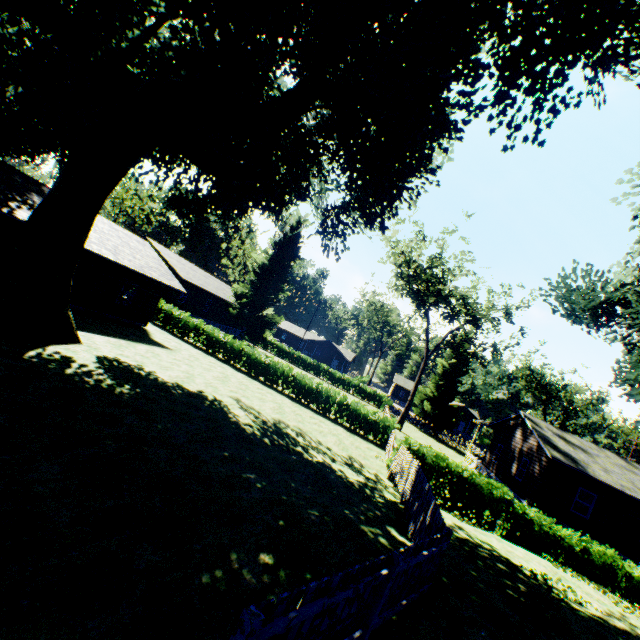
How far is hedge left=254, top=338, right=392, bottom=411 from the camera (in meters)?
47.03

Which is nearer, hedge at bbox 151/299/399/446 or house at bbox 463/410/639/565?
house at bbox 463/410/639/565

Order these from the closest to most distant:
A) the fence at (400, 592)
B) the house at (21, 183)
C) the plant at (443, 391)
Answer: the fence at (400, 592) → the house at (21, 183) → the plant at (443, 391)

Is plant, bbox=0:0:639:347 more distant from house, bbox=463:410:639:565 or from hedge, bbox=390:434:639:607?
house, bbox=463:410:639:565

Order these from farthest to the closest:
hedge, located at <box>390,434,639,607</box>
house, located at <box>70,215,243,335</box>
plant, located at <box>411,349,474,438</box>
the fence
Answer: plant, located at <box>411,349,474,438</box>, house, located at <box>70,215,243,335</box>, hedge, located at <box>390,434,639,607</box>, the fence

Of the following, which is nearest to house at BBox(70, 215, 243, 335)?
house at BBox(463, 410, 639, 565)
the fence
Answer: the fence

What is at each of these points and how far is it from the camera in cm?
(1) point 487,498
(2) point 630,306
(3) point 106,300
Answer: (1) hedge, 1424
(2) plant, 1734
(3) house, 2025

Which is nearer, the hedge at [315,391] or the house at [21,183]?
the house at [21,183]
